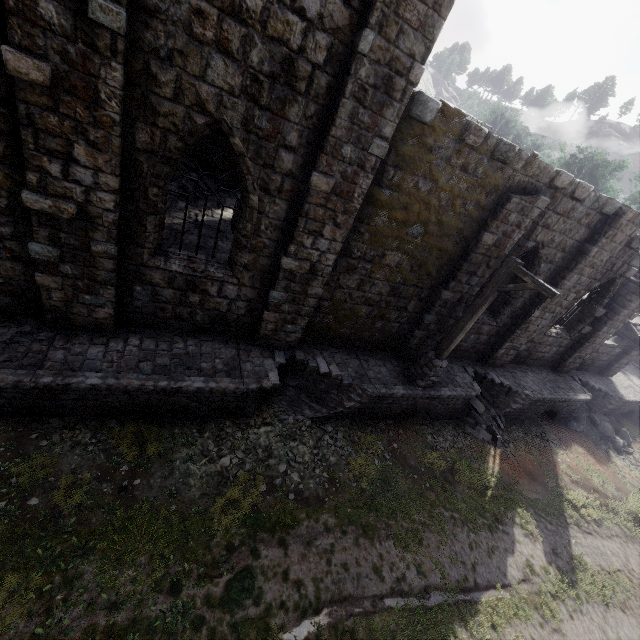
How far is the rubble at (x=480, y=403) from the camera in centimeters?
1205cm

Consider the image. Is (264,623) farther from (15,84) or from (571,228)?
(571,228)

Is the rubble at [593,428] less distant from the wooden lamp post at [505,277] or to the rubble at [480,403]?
the rubble at [480,403]

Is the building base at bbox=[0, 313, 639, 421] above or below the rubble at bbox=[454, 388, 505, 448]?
above

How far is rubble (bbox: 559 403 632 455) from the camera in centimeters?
1543cm

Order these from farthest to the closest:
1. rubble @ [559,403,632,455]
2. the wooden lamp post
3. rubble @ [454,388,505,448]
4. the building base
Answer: rubble @ [559,403,632,455] < rubble @ [454,388,505,448] < the wooden lamp post < the building base

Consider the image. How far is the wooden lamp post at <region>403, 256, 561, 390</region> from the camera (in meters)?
7.84

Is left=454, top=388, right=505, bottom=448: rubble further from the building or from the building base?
the building
